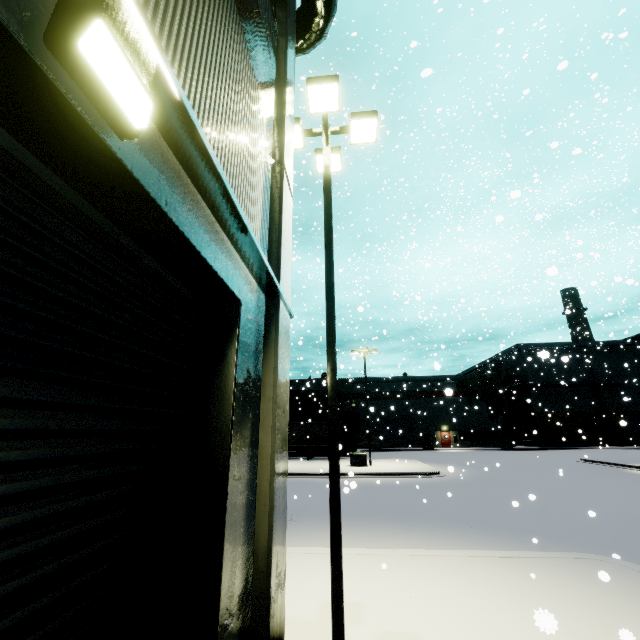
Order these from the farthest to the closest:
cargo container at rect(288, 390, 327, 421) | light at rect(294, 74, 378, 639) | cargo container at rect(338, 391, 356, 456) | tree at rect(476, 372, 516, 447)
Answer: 1. tree at rect(476, 372, 516, 447)
2. cargo container at rect(288, 390, 327, 421)
3. cargo container at rect(338, 391, 356, 456)
4. light at rect(294, 74, 378, 639)

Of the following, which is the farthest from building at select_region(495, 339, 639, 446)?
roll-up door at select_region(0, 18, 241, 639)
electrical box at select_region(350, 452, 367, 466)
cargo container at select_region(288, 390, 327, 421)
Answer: electrical box at select_region(350, 452, 367, 466)

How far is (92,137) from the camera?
1.60m

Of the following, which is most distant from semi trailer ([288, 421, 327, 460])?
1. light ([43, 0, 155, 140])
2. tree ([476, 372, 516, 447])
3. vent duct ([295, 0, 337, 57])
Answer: tree ([476, 372, 516, 447])

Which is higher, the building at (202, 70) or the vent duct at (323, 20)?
the vent duct at (323, 20)

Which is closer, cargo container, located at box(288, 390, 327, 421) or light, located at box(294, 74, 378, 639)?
light, located at box(294, 74, 378, 639)

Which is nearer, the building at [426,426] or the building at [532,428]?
the building at [532,428]

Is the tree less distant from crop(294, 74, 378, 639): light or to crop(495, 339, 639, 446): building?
crop(495, 339, 639, 446): building
